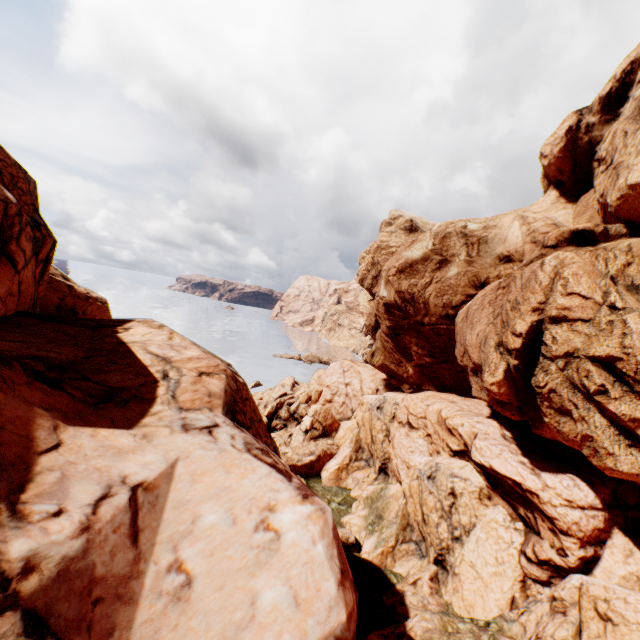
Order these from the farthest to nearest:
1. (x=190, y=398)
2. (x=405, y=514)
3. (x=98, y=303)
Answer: (x=98, y=303) → (x=405, y=514) → (x=190, y=398)
